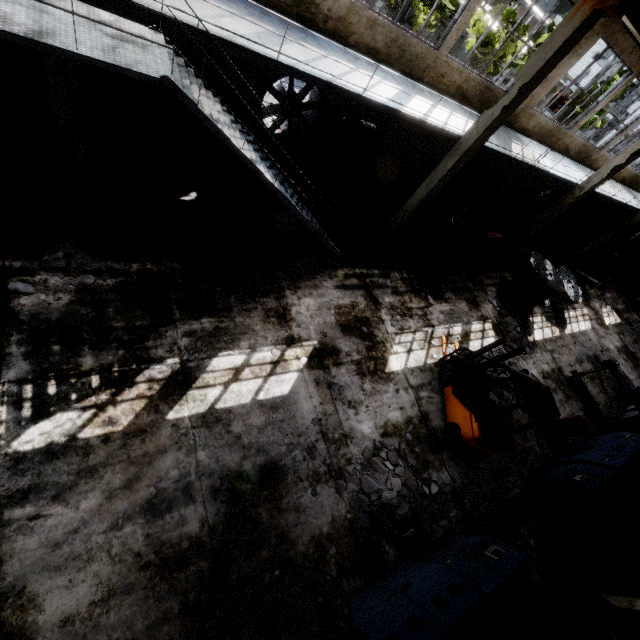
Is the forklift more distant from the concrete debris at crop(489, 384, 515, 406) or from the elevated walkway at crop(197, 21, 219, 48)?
the elevated walkway at crop(197, 21, 219, 48)

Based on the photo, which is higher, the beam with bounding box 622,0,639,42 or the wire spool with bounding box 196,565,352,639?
the beam with bounding box 622,0,639,42

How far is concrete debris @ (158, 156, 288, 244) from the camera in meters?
9.0 m

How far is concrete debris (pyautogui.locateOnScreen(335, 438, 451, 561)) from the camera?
6.91m

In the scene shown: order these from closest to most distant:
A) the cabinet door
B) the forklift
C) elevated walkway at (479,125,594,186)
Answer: the forklift
elevated walkway at (479,125,594,186)
the cabinet door

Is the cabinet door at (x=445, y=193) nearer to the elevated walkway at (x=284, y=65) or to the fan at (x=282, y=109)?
the elevated walkway at (x=284, y=65)

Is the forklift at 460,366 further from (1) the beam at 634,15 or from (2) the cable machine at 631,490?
(1) the beam at 634,15

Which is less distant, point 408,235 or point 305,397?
point 305,397
